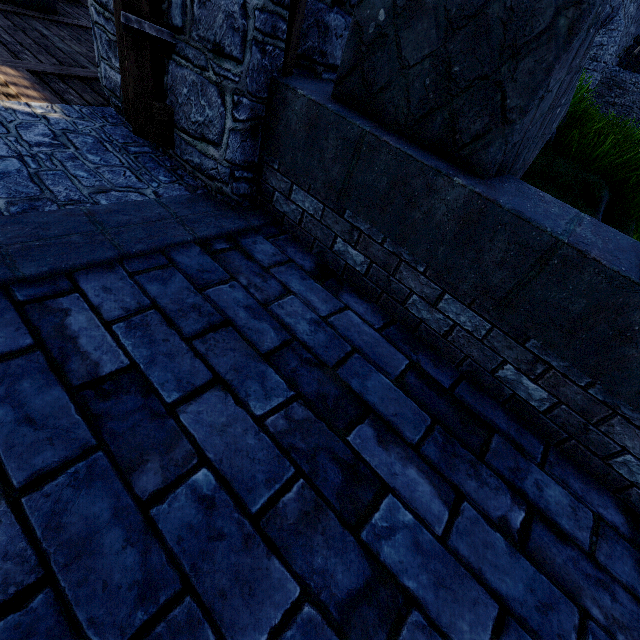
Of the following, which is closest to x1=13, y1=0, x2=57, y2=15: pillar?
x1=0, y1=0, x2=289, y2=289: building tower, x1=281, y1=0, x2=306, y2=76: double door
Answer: x1=0, y1=0, x2=289, y2=289: building tower

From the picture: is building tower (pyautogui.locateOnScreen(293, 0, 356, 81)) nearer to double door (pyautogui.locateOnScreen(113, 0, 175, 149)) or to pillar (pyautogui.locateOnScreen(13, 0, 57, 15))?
double door (pyautogui.locateOnScreen(113, 0, 175, 149))

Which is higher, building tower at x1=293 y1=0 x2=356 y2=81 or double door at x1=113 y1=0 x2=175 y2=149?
building tower at x1=293 y1=0 x2=356 y2=81

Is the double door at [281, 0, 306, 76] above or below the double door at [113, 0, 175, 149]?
above

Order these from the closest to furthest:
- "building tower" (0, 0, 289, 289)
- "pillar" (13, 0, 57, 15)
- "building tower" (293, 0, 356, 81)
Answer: "building tower" (0, 0, 289, 289) < "building tower" (293, 0, 356, 81) < "pillar" (13, 0, 57, 15)

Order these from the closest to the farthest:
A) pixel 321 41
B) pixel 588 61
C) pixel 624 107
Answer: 1. pixel 321 41
2. pixel 588 61
3. pixel 624 107

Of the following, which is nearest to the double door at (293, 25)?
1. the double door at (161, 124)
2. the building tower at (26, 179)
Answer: the building tower at (26, 179)

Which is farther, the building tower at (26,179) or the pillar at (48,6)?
the pillar at (48,6)
